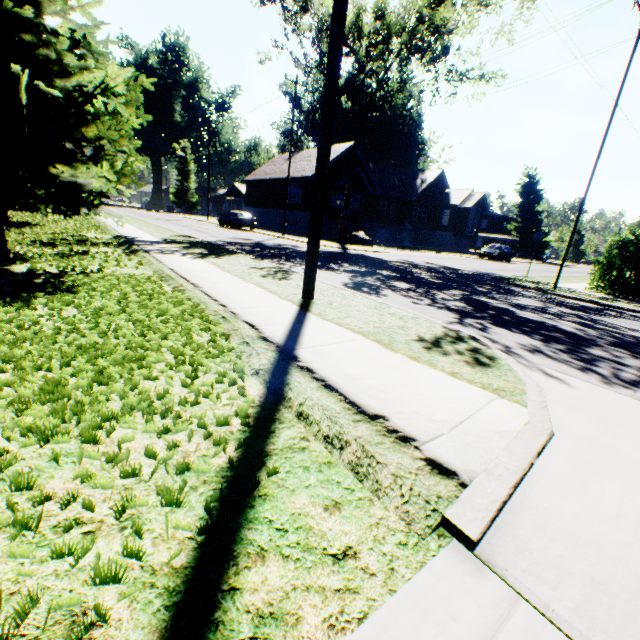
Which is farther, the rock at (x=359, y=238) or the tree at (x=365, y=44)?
the rock at (x=359, y=238)

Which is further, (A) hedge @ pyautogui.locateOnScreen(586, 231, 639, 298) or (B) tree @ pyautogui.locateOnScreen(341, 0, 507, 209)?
(B) tree @ pyautogui.locateOnScreen(341, 0, 507, 209)

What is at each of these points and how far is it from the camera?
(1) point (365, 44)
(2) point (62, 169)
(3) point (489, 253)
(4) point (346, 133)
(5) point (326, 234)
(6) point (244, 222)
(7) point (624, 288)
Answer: (1) tree, 20.97m
(2) tree, 5.16m
(3) car, 31.69m
(4) plant, 57.31m
(5) garage door, 36.38m
(6) car, 29.48m
(7) hedge, 12.55m

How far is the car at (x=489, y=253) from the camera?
31.6 meters

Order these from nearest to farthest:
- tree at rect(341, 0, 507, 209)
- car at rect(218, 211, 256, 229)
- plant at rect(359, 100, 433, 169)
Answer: tree at rect(341, 0, 507, 209) < car at rect(218, 211, 256, 229) < plant at rect(359, 100, 433, 169)

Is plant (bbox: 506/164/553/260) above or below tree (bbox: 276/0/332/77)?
below

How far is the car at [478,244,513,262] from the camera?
31.62m

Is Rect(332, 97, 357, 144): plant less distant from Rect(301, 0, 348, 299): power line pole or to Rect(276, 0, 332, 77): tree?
Rect(276, 0, 332, 77): tree
